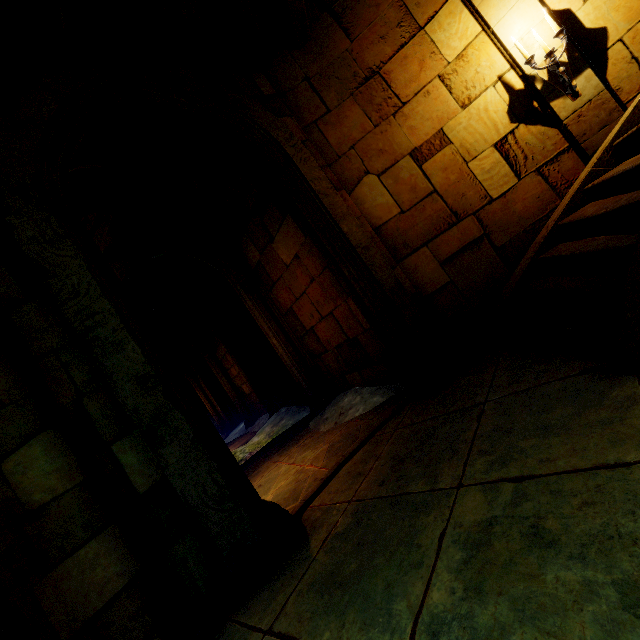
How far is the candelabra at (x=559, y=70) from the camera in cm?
371

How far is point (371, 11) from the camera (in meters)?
4.71

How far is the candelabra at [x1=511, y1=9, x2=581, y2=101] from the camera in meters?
3.7 m
